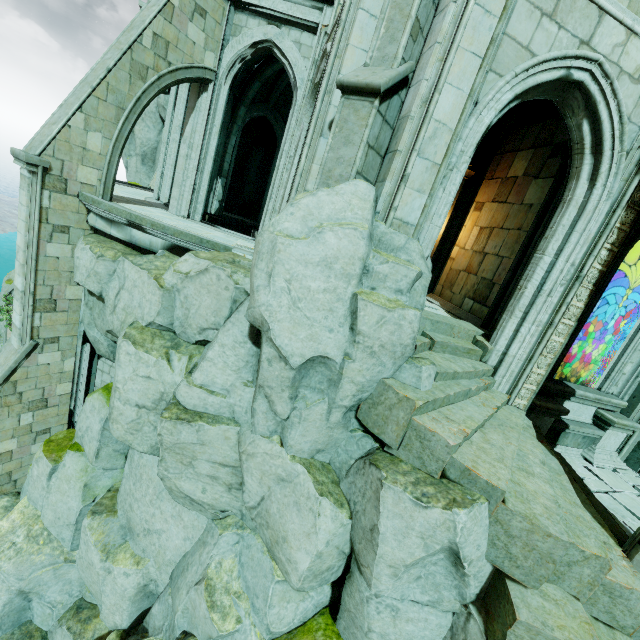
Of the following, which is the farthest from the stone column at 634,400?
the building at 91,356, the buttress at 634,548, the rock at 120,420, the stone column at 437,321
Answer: the building at 91,356

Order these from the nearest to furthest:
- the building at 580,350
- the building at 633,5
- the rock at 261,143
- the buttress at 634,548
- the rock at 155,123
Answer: the buttress at 634,548 → the building at 633,5 → the building at 580,350 → the rock at 155,123 → the rock at 261,143

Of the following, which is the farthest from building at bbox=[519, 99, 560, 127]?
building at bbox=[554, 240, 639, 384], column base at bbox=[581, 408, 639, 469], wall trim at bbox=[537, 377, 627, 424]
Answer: column base at bbox=[581, 408, 639, 469]

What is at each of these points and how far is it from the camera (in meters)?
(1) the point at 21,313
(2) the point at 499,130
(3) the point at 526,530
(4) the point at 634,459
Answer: (1) buttress, 8.58
(2) archway, 10.05
(3) stone column, 3.96
(4) window, 8.44

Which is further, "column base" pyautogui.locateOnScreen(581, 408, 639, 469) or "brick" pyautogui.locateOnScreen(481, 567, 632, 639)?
"column base" pyautogui.locateOnScreen(581, 408, 639, 469)

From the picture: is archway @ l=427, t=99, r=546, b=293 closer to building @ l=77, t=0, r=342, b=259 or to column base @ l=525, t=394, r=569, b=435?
building @ l=77, t=0, r=342, b=259

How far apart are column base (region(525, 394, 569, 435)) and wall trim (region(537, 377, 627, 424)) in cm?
2

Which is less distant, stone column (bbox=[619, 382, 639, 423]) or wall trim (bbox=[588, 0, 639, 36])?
wall trim (bbox=[588, 0, 639, 36])
